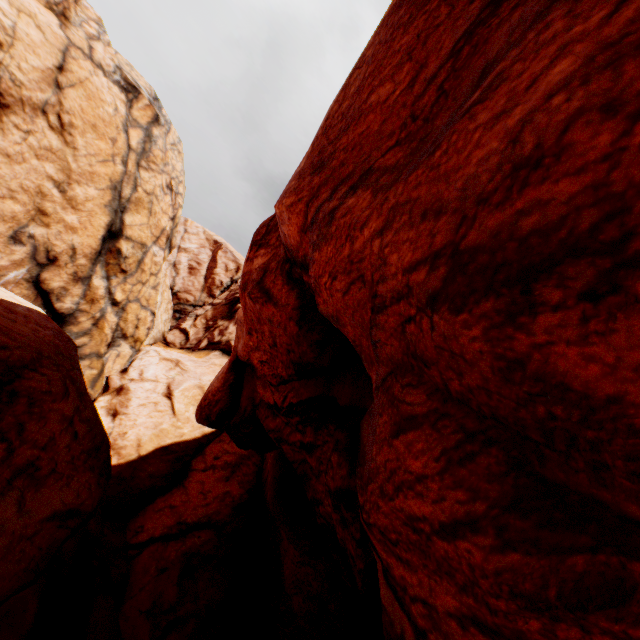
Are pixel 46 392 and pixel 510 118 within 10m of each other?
yes
